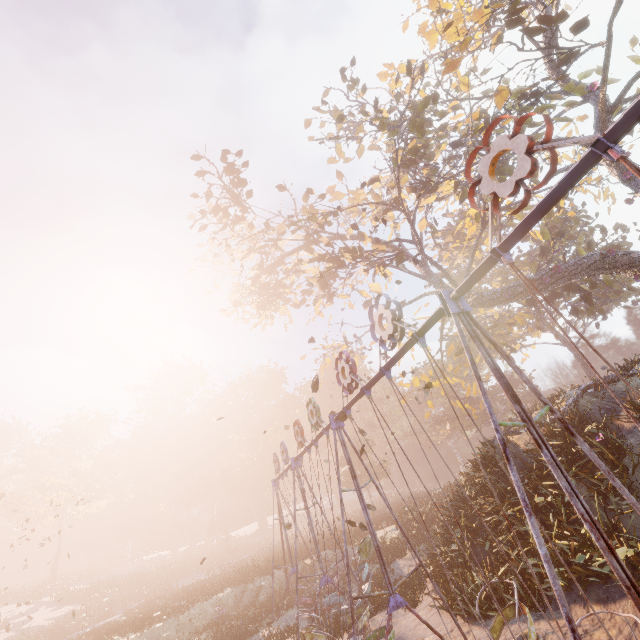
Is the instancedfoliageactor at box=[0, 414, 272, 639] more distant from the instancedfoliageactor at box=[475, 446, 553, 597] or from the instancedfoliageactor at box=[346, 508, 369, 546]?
the instancedfoliageactor at box=[475, 446, 553, 597]

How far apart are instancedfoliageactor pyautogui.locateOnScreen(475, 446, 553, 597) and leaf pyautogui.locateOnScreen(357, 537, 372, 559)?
6.11m

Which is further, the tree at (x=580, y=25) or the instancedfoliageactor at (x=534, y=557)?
the tree at (x=580, y=25)

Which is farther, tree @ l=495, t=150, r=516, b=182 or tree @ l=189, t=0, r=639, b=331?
tree @ l=495, t=150, r=516, b=182

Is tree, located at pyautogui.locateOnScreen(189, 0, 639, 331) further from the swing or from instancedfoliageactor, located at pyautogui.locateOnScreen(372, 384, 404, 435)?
instancedfoliageactor, located at pyautogui.locateOnScreen(372, 384, 404, 435)

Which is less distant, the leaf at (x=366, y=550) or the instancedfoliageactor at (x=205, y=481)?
the leaf at (x=366, y=550)

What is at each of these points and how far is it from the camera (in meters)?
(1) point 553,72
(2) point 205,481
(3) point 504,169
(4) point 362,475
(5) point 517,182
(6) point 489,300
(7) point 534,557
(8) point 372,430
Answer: (1) tree, 18.75
(2) instancedfoliageactor, 58.34
(3) tree, 17.47
(4) instancedfoliageactor, 39.22
(5) swing, 3.83
(6) tree, 16.88
(7) instancedfoliageactor, 9.37
(8) instancedfoliageactor, 50.38

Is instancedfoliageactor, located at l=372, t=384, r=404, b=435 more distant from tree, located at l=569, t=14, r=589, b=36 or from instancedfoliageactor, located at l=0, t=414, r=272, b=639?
tree, located at l=569, t=14, r=589, b=36
